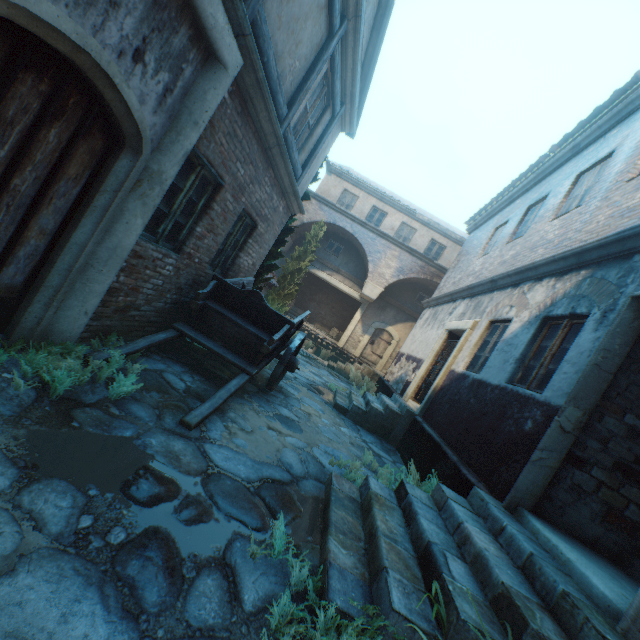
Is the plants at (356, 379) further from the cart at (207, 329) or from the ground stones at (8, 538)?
the cart at (207, 329)

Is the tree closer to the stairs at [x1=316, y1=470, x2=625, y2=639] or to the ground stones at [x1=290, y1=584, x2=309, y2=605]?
the ground stones at [x1=290, y1=584, x2=309, y2=605]

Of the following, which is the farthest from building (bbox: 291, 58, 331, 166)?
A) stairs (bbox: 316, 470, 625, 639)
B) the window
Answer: the window

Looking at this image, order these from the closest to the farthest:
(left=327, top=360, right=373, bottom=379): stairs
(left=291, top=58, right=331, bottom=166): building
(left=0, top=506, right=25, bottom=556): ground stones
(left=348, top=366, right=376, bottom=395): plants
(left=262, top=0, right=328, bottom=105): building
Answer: (left=0, top=506, right=25, bottom=556): ground stones
(left=262, top=0, right=328, bottom=105): building
(left=291, top=58, right=331, bottom=166): building
(left=348, top=366, right=376, bottom=395): plants
(left=327, top=360, right=373, bottom=379): stairs

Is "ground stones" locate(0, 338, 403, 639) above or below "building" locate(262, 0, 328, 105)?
below

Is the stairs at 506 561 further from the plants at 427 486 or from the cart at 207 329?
the cart at 207 329

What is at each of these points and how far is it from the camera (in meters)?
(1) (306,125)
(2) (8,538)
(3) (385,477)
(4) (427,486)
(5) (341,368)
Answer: (1) building, 6.59
(2) ground stones, 1.63
(3) plants, 5.11
(4) plants, 4.39
(5) stairs, 15.12

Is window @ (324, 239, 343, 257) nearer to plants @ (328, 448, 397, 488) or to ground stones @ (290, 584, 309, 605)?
ground stones @ (290, 584, 309, 605)
